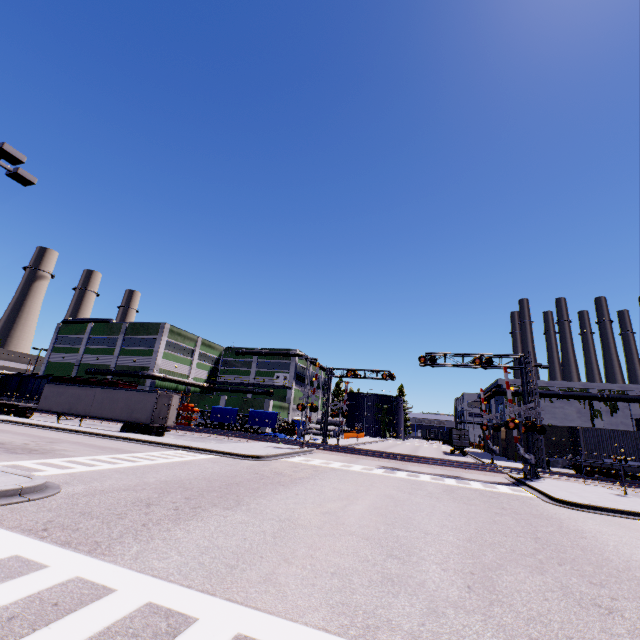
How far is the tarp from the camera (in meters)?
39.69

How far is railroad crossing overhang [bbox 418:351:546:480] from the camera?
22.7m

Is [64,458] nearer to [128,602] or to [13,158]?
[13,158]

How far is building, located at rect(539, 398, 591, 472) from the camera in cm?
3834

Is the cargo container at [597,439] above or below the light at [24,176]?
below

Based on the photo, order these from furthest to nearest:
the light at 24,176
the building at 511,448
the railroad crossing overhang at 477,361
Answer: the building at 511,448 → the railroad crossing overhang at 477,361 → the light at 24,176

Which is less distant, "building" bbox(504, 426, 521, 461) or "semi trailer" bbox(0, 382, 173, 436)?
"semi trailer" bbox(0, 382, 173, 436)
